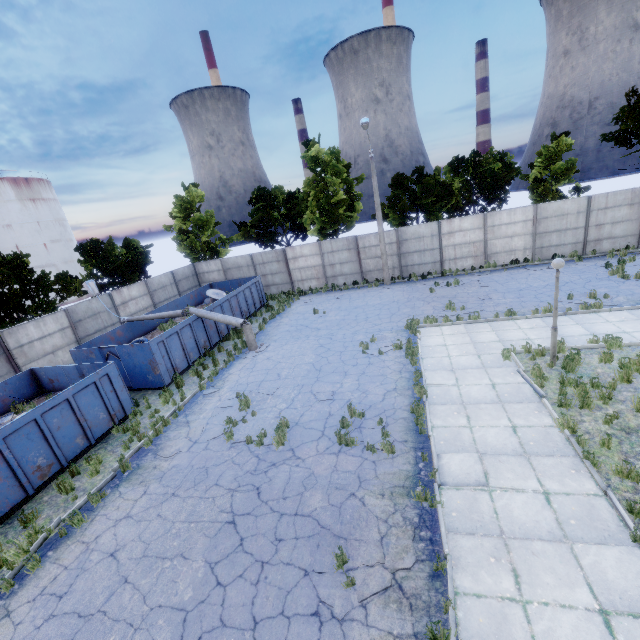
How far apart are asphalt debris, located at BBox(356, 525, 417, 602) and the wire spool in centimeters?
1843cm

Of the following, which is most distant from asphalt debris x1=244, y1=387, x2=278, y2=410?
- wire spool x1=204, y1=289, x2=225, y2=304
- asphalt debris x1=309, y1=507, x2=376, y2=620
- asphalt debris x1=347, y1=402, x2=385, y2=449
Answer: wire spool x1=204, y1=289, x2=225, y2=304

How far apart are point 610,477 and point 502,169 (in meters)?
25.49

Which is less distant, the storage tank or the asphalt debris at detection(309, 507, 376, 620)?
the asphalt debris at detection(309, 507, 376, 620)

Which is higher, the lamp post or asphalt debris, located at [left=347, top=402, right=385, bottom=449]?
the lamp post

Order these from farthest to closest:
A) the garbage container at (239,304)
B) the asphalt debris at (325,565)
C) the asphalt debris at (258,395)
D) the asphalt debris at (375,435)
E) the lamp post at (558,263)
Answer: the garbage container at (239,304) < the asphalt debris at (258,395) < the lamp post at (558,263) < the asphalt debris at (375,435) < the asphalt debris at (325,565)

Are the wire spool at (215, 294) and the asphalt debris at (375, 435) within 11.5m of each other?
no
